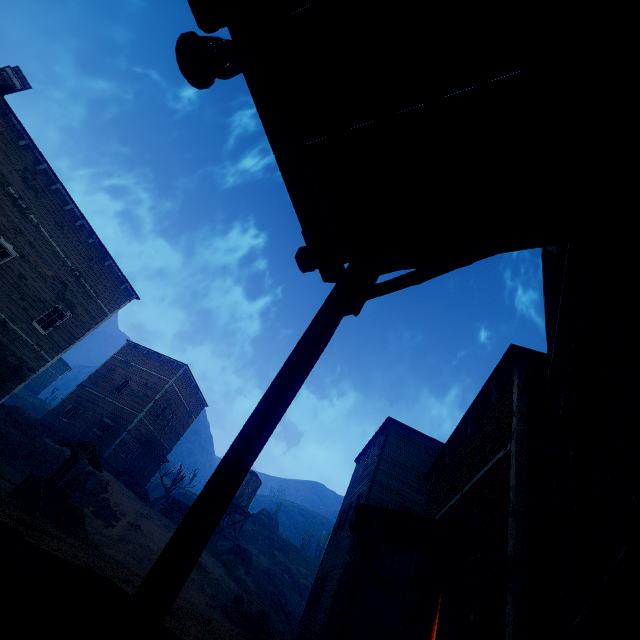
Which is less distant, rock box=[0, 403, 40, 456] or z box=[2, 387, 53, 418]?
rock box=[0, 403, 40, 456]

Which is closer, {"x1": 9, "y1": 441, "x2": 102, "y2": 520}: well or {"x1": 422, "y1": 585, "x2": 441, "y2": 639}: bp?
{"x1": 422, "y1": 585, "x2": 441, "y2": 639}: bp

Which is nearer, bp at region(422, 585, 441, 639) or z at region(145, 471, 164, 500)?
bp at region(422, 585, 441, 639)

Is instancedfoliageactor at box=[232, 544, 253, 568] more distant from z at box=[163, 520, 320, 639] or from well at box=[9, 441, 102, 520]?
well at box=[9, 441, 102, 520]

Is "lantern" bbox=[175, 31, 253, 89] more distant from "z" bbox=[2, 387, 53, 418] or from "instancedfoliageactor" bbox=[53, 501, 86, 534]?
"instancedfoliageactor" bbox=[53, 501, 86, 534]

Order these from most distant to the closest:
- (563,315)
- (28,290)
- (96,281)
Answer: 1. (96,281)
2. (28,290)
3. (563,315)

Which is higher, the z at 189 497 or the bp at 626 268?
the z at 189 497

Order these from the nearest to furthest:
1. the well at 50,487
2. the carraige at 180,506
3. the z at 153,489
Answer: the well at 50,487 < the carraige at 180,506 < the z at 153,489
